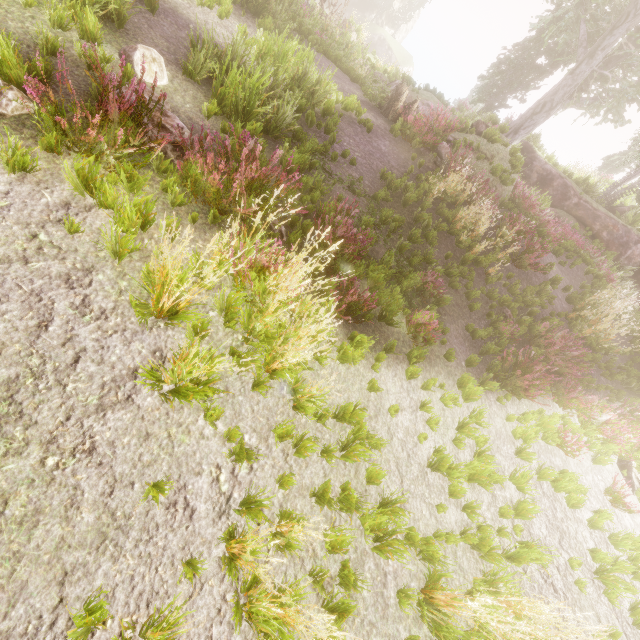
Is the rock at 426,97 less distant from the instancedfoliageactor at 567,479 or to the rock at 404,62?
the instancedfoliageactor at 567,479

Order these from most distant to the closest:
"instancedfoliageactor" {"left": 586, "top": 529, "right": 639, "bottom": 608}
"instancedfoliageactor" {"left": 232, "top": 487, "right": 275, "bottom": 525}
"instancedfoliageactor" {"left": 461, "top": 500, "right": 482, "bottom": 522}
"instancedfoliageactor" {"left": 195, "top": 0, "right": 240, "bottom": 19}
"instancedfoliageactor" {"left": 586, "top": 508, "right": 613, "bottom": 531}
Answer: "instancedfoliageactor" {"left": 195, "top": 0, "right": 240, "bottom": 19} → "instancedfoliageactor" {"left": 586, "top": 508, "right": 613, "bottom": 531} → "instancedfoliageactor" {"left": 586, "top": 529, "right": 639, "bottom": 608} → "instancedfoliageactor" {"left": 461, "top": 500, "right": 482, "bottom": 522} → "instancedfoliageactor" {"left": 232, "top": 487, "right": 275, "bottom": 525}

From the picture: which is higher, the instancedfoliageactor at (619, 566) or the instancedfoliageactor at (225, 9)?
the instancedfoliageactor at (619, 566)

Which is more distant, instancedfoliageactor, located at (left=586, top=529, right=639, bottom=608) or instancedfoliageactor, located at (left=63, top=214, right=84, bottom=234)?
instancedfoliageactor, located at (left=586, top=529, right=639, bottom=608)

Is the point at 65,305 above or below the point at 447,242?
below

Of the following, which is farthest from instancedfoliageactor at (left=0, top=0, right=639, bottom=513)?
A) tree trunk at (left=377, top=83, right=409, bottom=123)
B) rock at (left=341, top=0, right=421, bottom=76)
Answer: tree trunk at (left=377, top=83, right=409, bottom=123)

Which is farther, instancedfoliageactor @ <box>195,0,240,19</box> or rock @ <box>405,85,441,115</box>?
rock @ <box>405,85,441,115</box>
